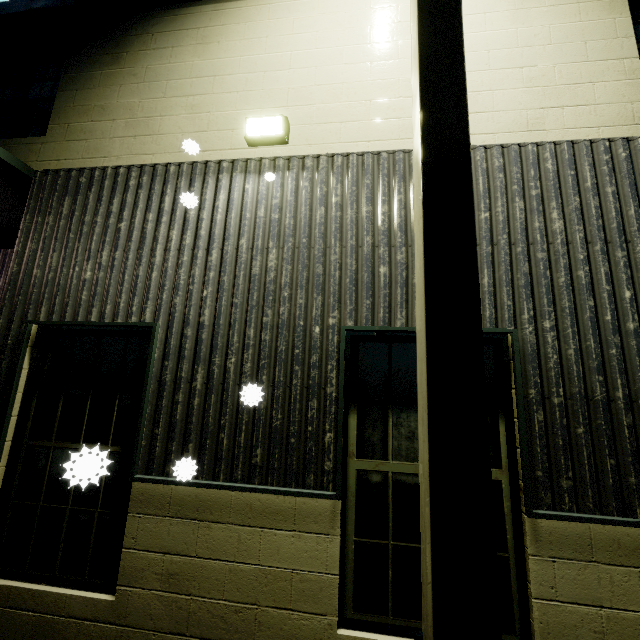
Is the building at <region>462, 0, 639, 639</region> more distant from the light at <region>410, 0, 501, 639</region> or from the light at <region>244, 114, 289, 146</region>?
the light at <region>410, 0, 501, 639</region>

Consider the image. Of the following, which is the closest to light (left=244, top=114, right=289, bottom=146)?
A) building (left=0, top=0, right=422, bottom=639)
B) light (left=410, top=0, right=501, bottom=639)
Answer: Result: building (left=0, top=0, right=422, bottom=639)

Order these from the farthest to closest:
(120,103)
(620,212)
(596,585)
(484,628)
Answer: (120,103) < (620,212) < (596,585) < (484,628)

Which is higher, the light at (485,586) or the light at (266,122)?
the light at (266,122)

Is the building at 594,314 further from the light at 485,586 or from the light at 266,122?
the light at 485,586

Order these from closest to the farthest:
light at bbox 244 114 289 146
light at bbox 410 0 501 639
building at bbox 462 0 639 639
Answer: light at bbox 410 0 501 639 < building at bbox 462 0 639 639 < light at bbox 244 114 289 146

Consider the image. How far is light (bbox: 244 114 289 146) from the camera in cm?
352
